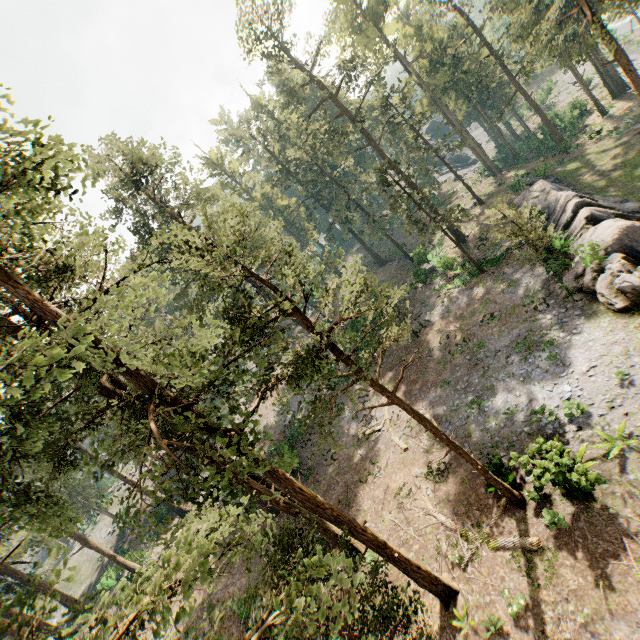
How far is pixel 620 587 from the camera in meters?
10.7 m

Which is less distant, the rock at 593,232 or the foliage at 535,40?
the foliage at 535,40

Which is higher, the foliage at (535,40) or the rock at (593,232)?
the foliage at (535,40)

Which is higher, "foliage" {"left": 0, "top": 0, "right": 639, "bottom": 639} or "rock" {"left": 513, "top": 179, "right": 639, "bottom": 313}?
"foliage" {"left": 0, "top": 0, "right": 639, "bottom": 639}

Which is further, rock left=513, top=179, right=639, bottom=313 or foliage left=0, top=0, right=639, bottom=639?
rock left=513, top=179, right=639, bottom=313
